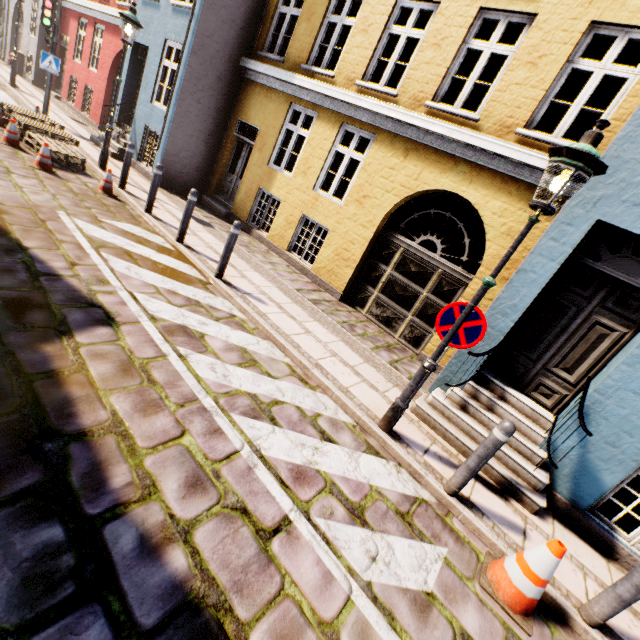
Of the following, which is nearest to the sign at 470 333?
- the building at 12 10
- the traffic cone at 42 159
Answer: the building at 12 10

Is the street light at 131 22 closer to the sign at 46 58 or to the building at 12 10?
the building at 12 10

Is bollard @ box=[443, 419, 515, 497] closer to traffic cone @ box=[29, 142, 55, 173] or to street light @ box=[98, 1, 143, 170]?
traffic cone @ box=[29, 142, 55, 173]

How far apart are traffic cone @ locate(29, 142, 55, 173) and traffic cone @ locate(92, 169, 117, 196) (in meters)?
0.78

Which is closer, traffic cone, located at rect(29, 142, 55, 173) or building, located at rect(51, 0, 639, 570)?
building, located at rect(51, 0, 639, 570)

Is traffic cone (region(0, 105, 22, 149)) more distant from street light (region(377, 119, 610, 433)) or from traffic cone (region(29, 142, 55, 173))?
street light (region(377, 119, 610, 433))

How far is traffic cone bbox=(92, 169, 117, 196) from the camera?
7.4 meters

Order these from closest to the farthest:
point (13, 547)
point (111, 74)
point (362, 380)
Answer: point (13, 547) < point (362, 380) < point (111, 74)
